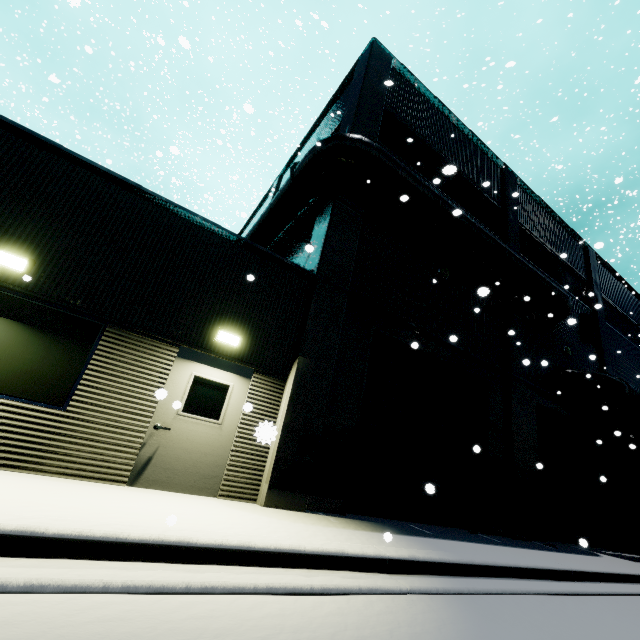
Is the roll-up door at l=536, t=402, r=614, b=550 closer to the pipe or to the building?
the building

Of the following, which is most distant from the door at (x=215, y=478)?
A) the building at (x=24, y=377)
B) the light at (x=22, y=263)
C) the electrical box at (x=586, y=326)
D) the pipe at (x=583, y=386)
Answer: the electrical box at (x=586, y=326)

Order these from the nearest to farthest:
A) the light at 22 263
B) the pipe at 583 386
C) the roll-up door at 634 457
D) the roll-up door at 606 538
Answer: the light at 22 263, the roll-up door at 606 538, the pipe at 583 386, the roll-up door at 634 457

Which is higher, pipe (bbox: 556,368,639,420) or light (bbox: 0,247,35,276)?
pipe (bbox: 556,368,639,420)

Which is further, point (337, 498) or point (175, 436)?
point (337, 498)

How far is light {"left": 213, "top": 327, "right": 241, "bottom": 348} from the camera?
Answer: 6.18m

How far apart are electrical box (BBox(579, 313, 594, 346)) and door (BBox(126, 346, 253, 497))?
16.29m

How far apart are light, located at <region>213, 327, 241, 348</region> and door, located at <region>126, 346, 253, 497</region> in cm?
24
